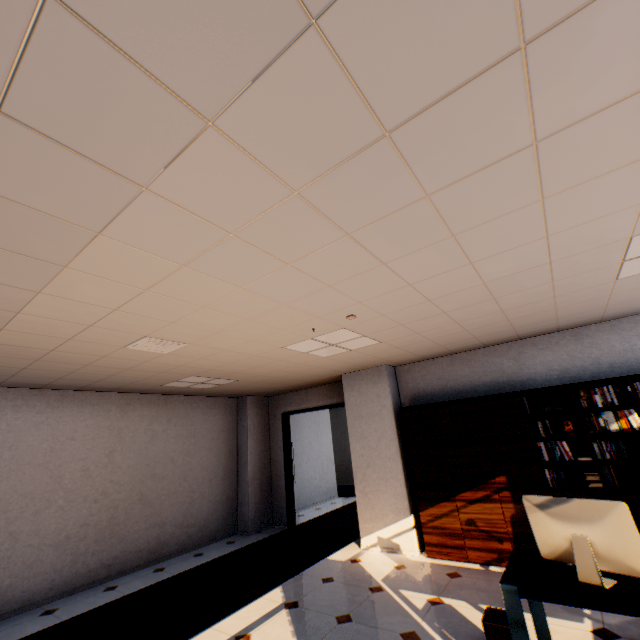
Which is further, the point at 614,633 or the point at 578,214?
the point at 614,633

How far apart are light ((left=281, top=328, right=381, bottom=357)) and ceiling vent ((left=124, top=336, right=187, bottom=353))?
1.3 meters

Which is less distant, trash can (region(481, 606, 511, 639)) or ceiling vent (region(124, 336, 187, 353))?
trash can (region(481, 606, 511, 639))

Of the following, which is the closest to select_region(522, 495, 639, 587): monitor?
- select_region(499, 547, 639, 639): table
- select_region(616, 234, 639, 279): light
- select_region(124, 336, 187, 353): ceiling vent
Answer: select_region(499, 547, 639, 639): table

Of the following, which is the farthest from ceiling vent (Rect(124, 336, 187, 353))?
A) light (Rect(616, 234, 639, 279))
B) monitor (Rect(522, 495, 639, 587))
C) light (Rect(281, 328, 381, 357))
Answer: light (Rect(616, 234, 639, 279))

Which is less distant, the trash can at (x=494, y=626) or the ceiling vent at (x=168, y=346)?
the trash can at (x=494, y=626)

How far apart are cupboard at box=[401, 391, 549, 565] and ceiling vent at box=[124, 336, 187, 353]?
3.7 meters

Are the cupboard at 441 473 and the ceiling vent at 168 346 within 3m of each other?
no
